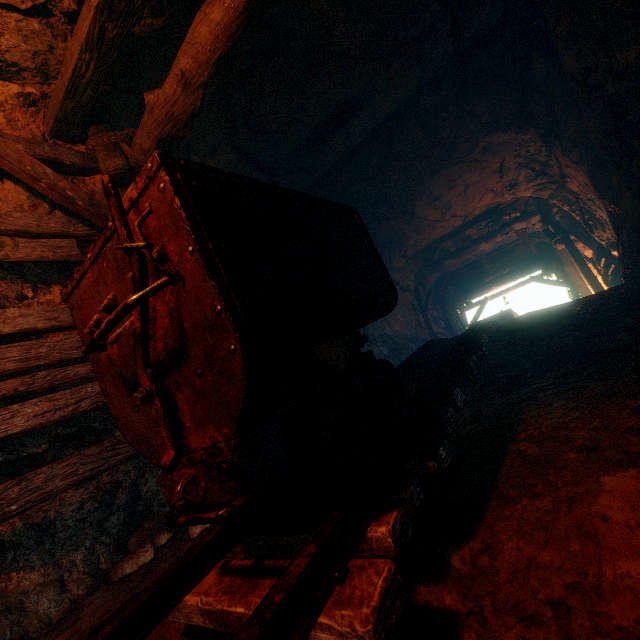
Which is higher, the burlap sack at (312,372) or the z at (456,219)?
the z at (456,219)

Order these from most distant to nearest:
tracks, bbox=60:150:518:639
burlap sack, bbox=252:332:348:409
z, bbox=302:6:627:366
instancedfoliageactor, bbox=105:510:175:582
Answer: z, bbox=302:6:627:366 → instancedfoliageactor, bbox=105:510:175:582 → burlap sack, bbox=252:332:348:409 → tracks, bbox=60:150:518:639

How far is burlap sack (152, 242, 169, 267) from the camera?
1.1 meters

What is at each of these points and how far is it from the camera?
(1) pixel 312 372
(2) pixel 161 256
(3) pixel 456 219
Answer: (1) burlap sack, 1.5 meters
(2) burlap sack, 1.1 meters
(3) z, 9.4 meters

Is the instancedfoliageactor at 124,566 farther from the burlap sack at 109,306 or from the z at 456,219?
the z at 456,219

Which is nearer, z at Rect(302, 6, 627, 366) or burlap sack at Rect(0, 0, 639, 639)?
burlap sack at Rect(0, 0, 639, 639)

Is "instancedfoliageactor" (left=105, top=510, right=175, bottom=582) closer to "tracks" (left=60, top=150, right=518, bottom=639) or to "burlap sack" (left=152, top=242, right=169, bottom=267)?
"burlap sack" (left=152, top=242, right=169, bottom=267)

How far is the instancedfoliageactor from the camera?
2.6 meters
